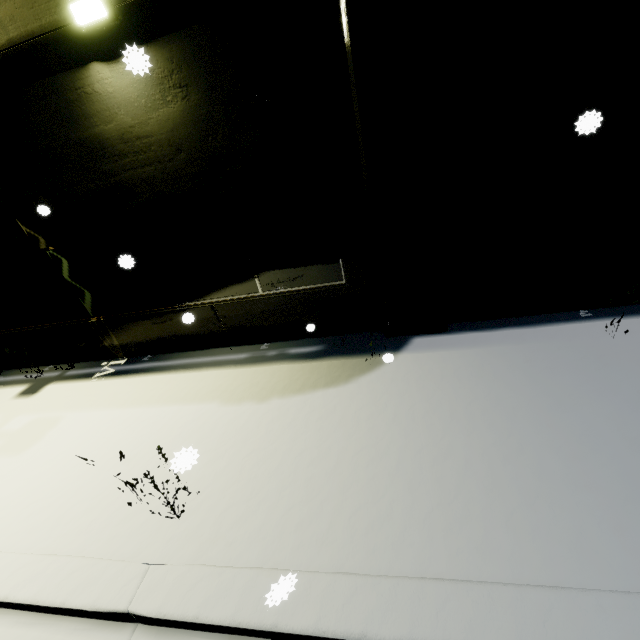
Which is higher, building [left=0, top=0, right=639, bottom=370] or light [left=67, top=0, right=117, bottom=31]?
light [left=67, top=0, right=117, bottom=31]

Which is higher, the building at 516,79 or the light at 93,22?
the light at 93,22

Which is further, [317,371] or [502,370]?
[317,371]
